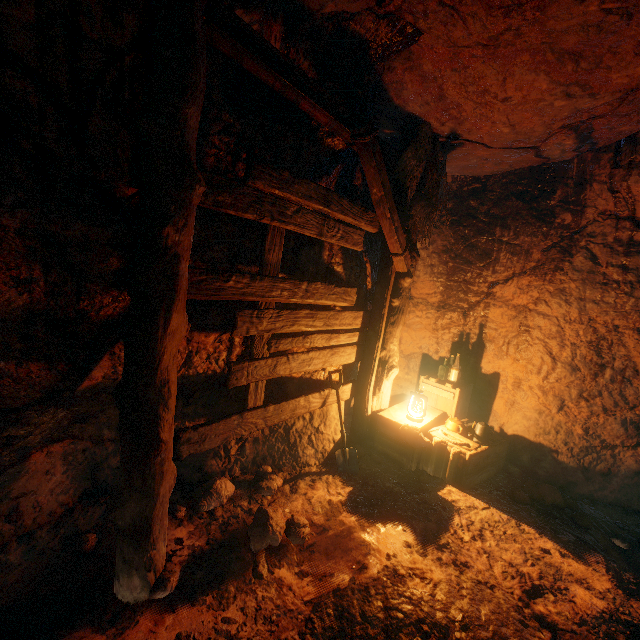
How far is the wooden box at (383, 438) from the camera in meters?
4.1 m

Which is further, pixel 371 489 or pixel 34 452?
pixel 371 489

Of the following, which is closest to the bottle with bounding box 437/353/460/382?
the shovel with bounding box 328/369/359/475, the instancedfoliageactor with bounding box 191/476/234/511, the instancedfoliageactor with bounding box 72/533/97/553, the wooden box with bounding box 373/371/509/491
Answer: the wooden box with bounding box 373/371/509/491

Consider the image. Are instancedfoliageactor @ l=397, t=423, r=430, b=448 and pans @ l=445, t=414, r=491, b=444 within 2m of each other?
yes

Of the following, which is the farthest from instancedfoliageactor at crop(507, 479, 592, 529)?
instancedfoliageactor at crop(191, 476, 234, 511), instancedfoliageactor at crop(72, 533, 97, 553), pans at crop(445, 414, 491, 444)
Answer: instancedfoliageactor at crop(72, 533, 97, 553)

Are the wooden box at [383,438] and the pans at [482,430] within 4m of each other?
yes

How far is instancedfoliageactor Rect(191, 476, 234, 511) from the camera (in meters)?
3.19

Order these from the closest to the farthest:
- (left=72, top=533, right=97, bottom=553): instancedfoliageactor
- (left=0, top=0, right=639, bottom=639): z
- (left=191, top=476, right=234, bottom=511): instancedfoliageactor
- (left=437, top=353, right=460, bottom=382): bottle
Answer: (left=0, top=0, right=639, bottom=639): z < (left=72, top=533, right=97, bottom=553): instancedfoliageactor < (left=191, top=476, right=234, bottom=511): instancedfoliageactor < (left=437, top=353, right=460, bottom=382): bottle
